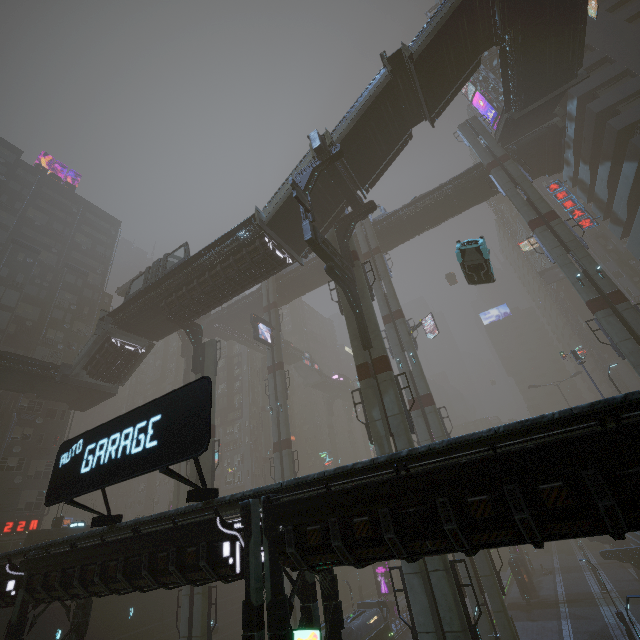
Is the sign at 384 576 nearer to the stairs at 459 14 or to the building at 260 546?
the building at 260 546

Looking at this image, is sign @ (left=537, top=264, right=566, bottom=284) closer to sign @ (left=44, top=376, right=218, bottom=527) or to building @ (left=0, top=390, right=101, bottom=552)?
building @ (left=0, top=390, right=101, bottom=552)

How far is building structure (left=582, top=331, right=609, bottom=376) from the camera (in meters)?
56.31

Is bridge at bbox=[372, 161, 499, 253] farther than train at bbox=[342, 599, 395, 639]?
Yes

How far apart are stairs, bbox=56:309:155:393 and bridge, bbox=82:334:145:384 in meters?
0.0

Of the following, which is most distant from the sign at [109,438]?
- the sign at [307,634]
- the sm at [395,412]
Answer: the sm at [395,412]

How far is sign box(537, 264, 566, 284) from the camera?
53.7m

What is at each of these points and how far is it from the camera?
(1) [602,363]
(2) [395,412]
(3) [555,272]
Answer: (1) building structure, 56.4 meters
(2) sm, 18.0 meters
(3) sign, 54.3 meters
